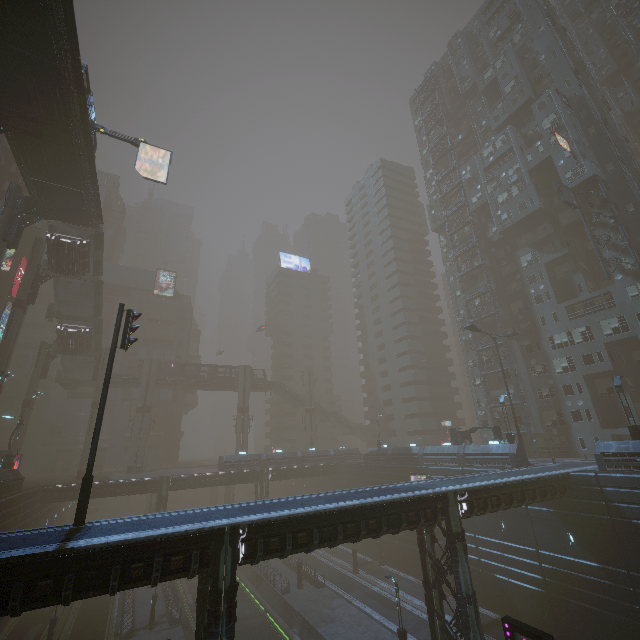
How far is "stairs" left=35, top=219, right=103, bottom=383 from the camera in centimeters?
3612cm

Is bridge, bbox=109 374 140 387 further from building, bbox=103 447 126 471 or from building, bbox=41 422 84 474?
building, bbox=41 422 84 474

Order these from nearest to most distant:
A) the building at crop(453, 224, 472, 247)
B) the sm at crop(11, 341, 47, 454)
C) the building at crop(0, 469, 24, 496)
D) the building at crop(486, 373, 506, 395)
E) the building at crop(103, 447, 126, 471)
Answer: the building at crop(0, 469, 24, 496) < the sm at crop(11, 341, 47, 454) < the building at crop(486, 373, 506, 395) < the building at crop(453, 224, 472, 247) < the building at crop(103, 447, 126, 471)

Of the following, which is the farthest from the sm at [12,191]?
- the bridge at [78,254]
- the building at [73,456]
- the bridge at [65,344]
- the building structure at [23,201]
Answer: the building at [73,456]

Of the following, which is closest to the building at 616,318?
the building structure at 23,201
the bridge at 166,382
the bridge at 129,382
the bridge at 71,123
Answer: the bridge at 166,382

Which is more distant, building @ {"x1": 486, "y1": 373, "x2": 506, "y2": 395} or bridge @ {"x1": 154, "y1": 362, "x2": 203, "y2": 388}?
bridge @ {"x1": 154, "y1": 362, "x2": 203, "y2": 388}

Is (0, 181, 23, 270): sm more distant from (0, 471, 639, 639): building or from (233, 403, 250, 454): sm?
(233, 403, 250, 454): sm

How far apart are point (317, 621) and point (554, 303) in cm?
4386
